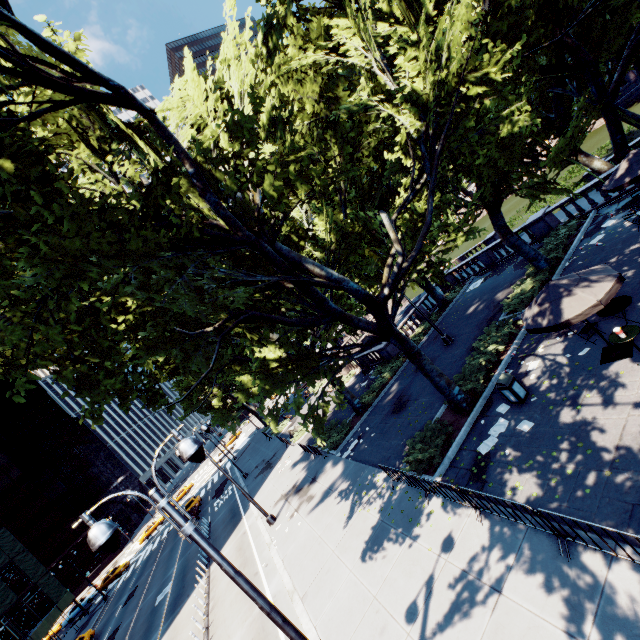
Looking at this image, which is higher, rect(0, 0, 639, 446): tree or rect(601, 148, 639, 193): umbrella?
rect(0, 0, 639, 446): tree

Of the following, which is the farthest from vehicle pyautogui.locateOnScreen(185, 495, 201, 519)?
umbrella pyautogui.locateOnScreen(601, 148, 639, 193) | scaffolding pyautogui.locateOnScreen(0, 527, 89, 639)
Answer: umbrella pyautogui.locateOnScreen(601, 148, 639, 193)

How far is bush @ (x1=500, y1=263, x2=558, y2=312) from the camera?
16.5m

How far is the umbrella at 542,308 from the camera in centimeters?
857cm

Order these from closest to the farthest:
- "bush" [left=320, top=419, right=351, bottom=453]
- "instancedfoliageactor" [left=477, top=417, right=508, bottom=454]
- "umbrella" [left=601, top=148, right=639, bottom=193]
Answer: "instancedfoliageactor" [left=477, top=417, right=508, bottom=454] < "umbrella" [left=601, top=148, right=639, bottom=193] < "bush" [left=320, top=419, right=351, bottom=453]

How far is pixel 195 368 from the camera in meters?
16.4

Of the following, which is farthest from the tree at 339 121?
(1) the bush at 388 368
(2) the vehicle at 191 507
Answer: (2) the vehicle at 191 507
